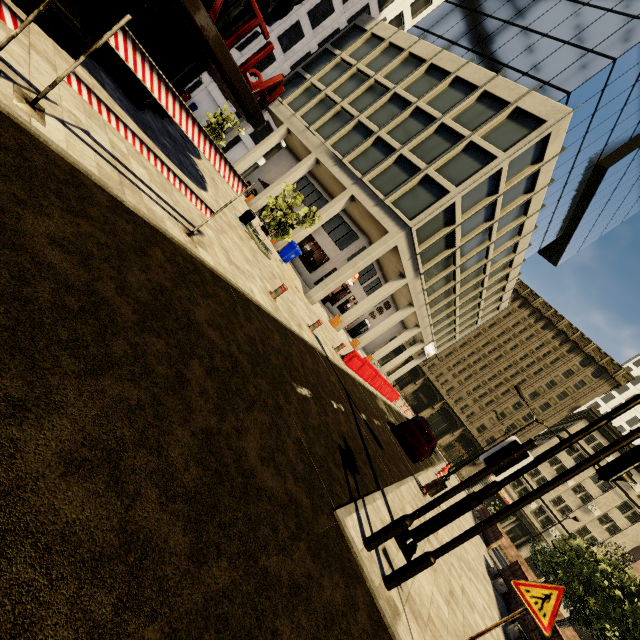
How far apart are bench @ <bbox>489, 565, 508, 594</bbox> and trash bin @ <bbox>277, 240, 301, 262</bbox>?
18.4 meters

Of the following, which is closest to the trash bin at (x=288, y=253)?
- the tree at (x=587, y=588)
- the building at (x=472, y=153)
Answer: the building at (x=472, y=153)

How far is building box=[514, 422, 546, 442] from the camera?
48.31m

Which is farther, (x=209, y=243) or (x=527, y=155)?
(x=527, y=155)

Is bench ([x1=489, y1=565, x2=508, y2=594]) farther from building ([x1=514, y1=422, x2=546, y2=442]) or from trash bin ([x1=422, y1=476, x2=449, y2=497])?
building ([x1=514, y1=422, x2=546, y2=442])

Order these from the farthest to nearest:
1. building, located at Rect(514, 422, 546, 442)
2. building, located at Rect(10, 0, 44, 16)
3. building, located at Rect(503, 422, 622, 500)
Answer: building, located at Rect(514, 422, 546, 442) → building, located at Rect(503, 422, 622, 500) → building, located at Rect(10, 0, 44, 16)

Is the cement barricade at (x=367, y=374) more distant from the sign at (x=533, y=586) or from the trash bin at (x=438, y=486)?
the sign at (x=533, y=586)

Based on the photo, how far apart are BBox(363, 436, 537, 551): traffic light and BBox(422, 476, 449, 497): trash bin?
7.7m
